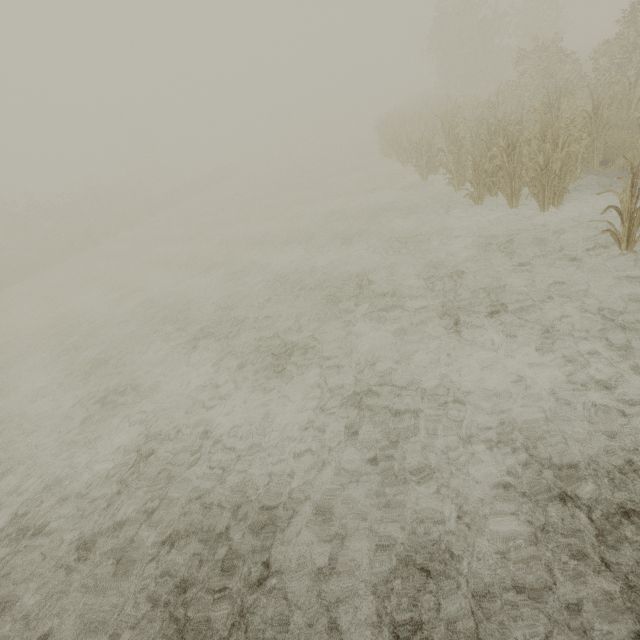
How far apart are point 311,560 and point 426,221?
8.21m
